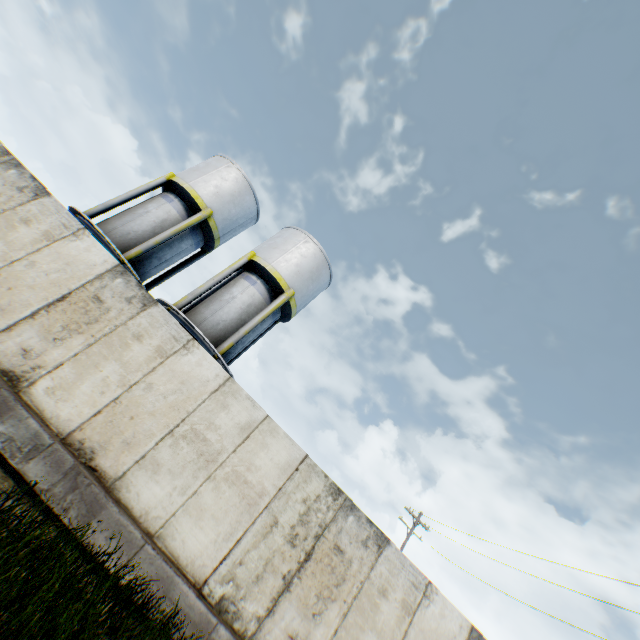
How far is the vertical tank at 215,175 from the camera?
14.1 meters

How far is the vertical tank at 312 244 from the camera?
13.67m

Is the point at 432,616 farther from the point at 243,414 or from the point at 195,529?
the point at 243,414

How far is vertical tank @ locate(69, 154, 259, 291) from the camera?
14.09m

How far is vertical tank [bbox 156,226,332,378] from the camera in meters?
13.7
